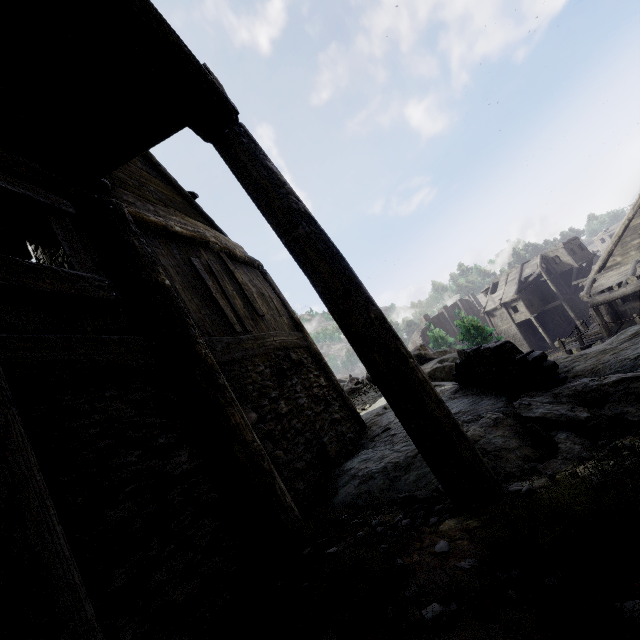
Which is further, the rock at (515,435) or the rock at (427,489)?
the rock at (427,489)

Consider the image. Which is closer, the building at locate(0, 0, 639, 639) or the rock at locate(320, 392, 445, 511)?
the building at locate(0, 0, 639, 639)

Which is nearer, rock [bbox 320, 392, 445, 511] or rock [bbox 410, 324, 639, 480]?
rock [bbox 410, 324, 639, 480]

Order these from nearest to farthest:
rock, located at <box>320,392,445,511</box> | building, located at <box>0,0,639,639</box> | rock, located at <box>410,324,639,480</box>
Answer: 1. building, located at <box>0,0,639,639</box>
2. rock, located at <box>410,324,639,480</box>
3. rock, located at <box>320,392,445,511</box>

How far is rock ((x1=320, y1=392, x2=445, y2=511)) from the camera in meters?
3.6 m

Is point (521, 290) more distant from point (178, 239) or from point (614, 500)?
point (614, 500)

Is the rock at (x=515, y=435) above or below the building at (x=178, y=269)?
below
